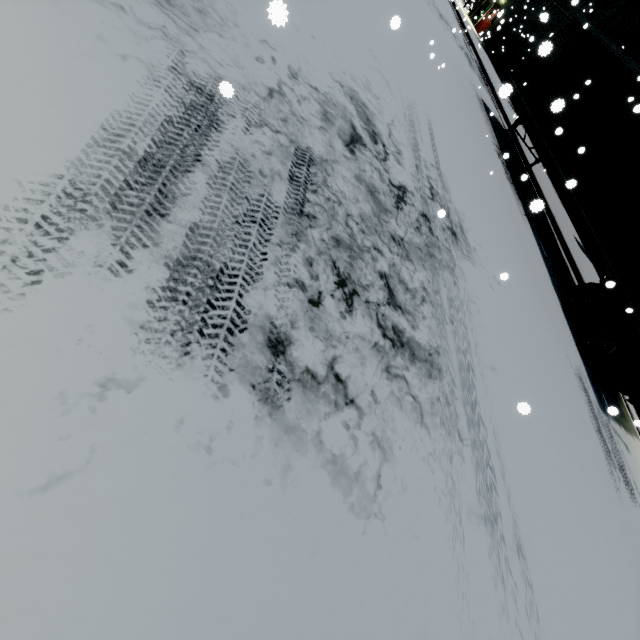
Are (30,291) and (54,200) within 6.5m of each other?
yes

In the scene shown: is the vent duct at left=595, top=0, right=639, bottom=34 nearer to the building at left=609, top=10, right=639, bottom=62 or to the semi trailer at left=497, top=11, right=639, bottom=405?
the building at left=609, top=10, right=639, bottom=62

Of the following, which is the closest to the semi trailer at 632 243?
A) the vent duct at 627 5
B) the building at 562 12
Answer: the building at 562 12

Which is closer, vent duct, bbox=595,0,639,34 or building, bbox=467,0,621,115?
vent duct, bbox=595,0,639,34

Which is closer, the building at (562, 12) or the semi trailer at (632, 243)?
the semi trailer at (632, 243)

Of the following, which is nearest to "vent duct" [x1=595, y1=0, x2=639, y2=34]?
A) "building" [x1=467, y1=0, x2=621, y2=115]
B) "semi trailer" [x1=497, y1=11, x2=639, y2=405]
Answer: "building" [x1=467, y1=0, x2=621, y2=115]

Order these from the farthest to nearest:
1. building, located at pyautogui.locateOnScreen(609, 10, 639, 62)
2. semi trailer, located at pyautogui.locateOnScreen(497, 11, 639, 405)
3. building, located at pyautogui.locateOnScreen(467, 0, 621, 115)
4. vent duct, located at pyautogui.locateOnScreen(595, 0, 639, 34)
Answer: building, located at pyautogui.locateOnScreen(467, 0, 621, 115)
building, located at pyautogui.locateOnScreen(609, 10, 639, 62)
vent duct, located at pyautogui.locateOnScreen(595, 0, 639, 34)
semi trailer, located at pyautogui.locateOnScreen(497, 11, 639, 405)
